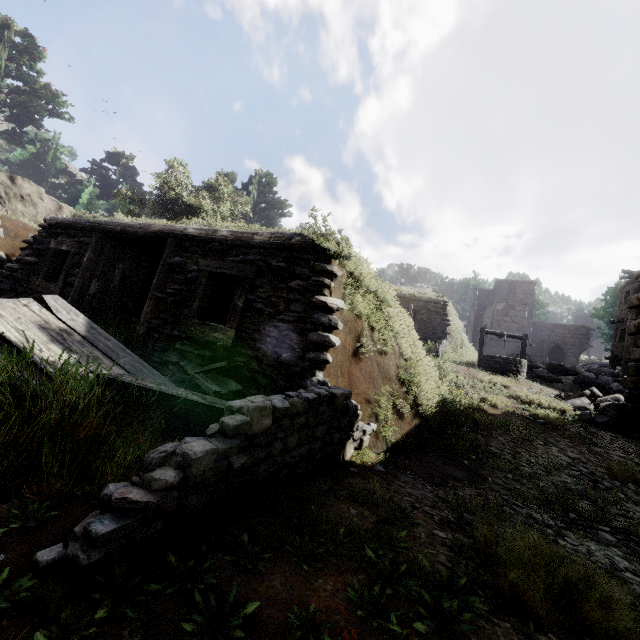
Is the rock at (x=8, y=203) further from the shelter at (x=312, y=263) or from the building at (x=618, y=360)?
the shelter at (x=312, y=263)

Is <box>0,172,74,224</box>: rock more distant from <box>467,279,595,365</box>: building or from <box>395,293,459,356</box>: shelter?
<box>467,279,595,365</box>: building

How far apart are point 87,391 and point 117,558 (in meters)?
1.11

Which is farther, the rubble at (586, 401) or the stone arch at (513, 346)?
the stone arch at (513, 346)

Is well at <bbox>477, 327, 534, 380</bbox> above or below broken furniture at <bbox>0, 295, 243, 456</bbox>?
above

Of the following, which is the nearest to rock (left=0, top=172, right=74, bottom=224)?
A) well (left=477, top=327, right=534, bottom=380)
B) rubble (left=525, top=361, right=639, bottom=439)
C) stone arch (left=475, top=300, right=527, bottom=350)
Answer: well (left=477, top=327, right=534, bottom=380)

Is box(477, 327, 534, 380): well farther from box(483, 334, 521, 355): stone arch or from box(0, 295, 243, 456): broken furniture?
box(483, 334, 521, 355): stone arch

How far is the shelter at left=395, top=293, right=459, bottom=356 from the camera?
17.31m
